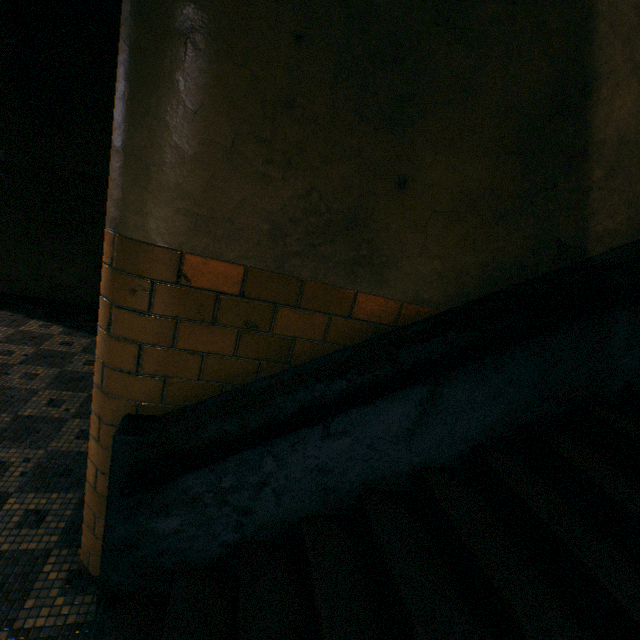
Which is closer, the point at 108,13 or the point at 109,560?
the point at 109,560
